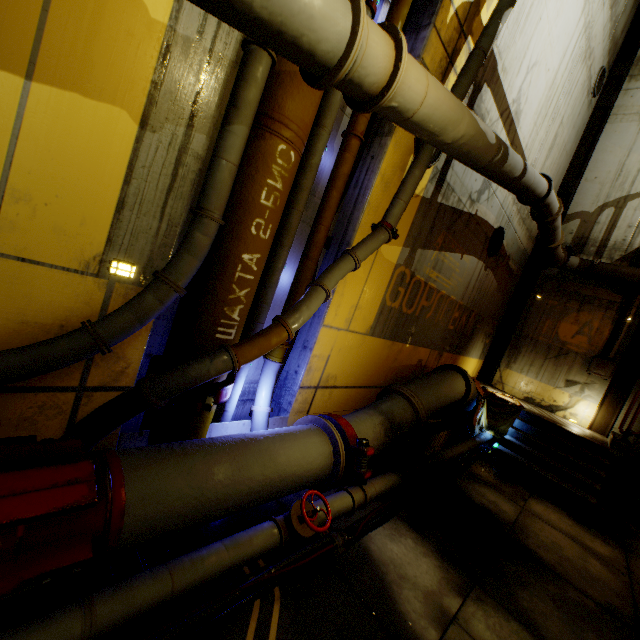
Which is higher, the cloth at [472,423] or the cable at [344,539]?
the cloth at [472,423]

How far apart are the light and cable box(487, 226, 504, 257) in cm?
842

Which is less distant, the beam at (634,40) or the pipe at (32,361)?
the pipe at (32,361)

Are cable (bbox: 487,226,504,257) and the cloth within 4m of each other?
yes

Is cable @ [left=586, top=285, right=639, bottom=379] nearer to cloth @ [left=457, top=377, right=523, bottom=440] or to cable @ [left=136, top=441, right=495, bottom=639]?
cloth @ [left=457, top=377, right=523, bottom=440]

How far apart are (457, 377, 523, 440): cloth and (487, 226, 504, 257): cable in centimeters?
327cm

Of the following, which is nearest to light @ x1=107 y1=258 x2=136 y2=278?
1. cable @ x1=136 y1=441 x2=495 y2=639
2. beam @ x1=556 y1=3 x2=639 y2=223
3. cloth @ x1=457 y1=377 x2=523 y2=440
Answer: cable @ x1=136 y1=441 x2=495 y2=639

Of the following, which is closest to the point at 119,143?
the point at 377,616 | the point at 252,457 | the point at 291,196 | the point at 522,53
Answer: the point at 291,196
